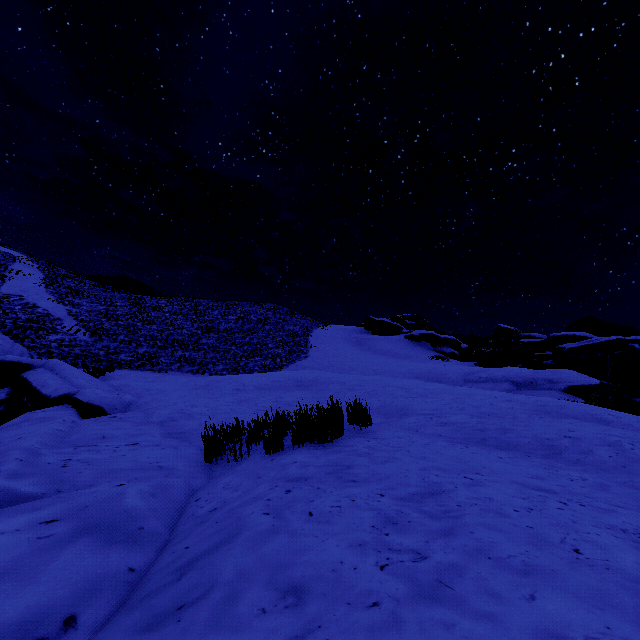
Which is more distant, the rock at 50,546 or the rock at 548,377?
the rock at 548,377

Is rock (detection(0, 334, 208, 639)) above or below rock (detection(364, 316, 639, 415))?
below

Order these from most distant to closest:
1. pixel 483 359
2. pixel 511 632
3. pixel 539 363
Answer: pixel 539 363 → pixel 483 359 → pixel 511 632

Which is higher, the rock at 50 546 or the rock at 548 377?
the rock at 548 377

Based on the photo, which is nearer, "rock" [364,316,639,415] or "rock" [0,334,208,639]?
"rock" [0,334,208,639]
